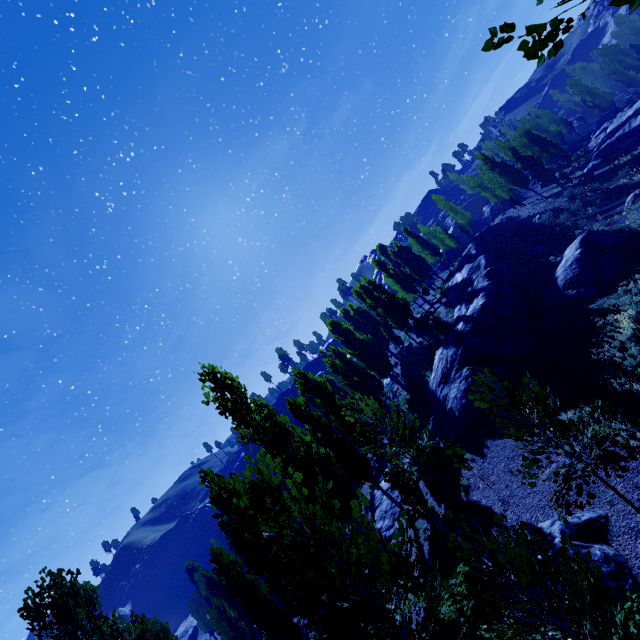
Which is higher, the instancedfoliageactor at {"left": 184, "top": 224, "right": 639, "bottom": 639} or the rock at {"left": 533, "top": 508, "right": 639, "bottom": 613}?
the instancedfoliageactor at {"left": 184, "top": 224, "right": 639, "bottom": 639}

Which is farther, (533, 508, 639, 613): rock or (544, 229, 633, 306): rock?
(544, 229, 633, 306): rock

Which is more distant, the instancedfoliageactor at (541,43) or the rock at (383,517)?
the rock at (383,517)

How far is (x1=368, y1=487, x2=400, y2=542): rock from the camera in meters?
19.2 m

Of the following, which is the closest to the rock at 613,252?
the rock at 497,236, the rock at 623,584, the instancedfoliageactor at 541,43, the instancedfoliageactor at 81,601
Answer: the rock at 497,236

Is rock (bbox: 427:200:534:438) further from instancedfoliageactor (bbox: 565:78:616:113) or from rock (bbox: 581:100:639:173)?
rock (bbox: 581:100:639:173)

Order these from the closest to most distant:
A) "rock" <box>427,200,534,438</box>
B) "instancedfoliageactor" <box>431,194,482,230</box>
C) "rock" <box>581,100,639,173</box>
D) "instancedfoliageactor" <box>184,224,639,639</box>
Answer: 1. "instancedfoliageactor" <box>184,224,639,639</box>
2. "rock" <box>427,200,534,438</box>
3. "rock" <box>581,100,639,173</box>
4. "instancedfoliageactor" <box>431,194,482,230</box>

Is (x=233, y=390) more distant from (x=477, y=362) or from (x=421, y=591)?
(x=477, y=362)
